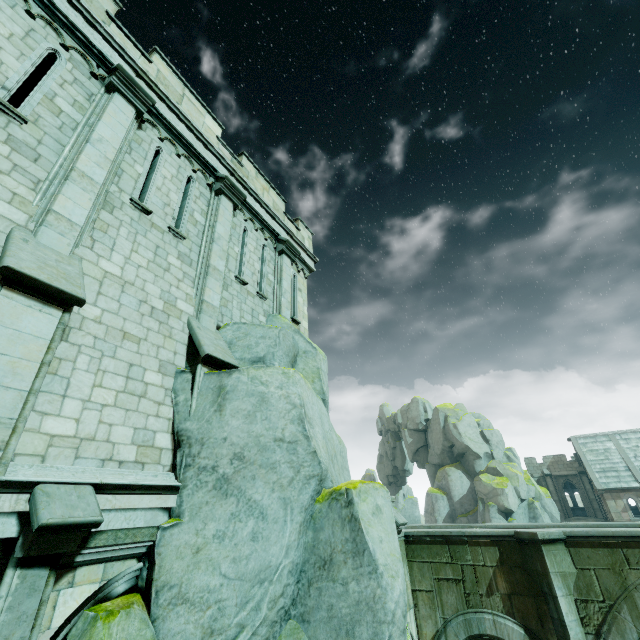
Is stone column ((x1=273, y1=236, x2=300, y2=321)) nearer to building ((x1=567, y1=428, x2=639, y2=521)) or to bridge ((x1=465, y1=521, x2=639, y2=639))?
bridge ((x1=465, y1=521, x2=639, y2=639))

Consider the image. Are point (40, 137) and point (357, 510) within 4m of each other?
no

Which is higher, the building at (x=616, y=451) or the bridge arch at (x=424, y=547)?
the building at (x=616, y=451)

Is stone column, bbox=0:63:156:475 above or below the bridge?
above

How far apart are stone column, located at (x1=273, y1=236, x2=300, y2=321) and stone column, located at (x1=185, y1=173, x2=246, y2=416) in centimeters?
202cm

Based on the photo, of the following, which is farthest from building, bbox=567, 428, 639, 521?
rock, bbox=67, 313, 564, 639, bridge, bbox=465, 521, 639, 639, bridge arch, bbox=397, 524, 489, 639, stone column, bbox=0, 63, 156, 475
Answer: stone column, bbox=0, 63, 156, 475

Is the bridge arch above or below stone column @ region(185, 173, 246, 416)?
below

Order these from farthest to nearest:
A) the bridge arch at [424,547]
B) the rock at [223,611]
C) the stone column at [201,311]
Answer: the bridge arch at [424,547]
the stone column at [201,311]
the rock at [223,611]
